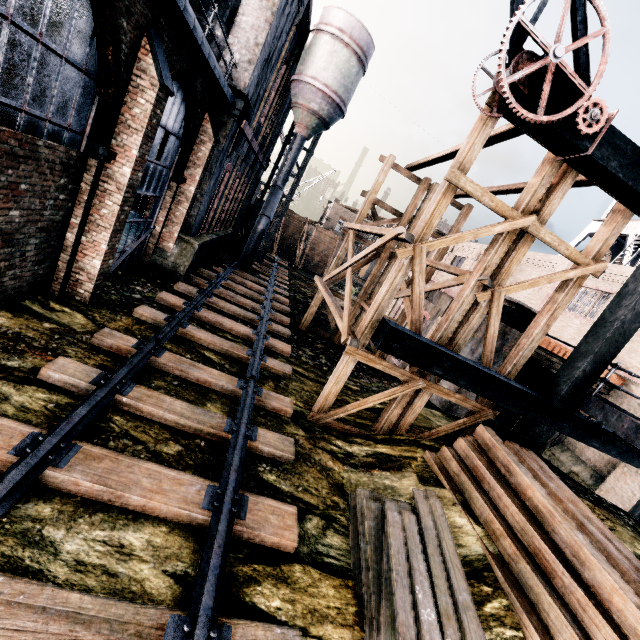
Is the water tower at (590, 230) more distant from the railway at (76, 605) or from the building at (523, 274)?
the railway at (76, 605)

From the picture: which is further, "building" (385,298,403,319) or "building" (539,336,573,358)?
"building" (385,298,403,319)

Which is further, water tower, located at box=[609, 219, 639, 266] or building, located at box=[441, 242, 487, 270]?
building, located at box=[441, 242, 487, 270]

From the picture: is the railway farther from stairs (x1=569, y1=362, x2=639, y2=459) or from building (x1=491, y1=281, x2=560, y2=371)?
stairs (x1=569, y1=362, x2=639, y2=459)

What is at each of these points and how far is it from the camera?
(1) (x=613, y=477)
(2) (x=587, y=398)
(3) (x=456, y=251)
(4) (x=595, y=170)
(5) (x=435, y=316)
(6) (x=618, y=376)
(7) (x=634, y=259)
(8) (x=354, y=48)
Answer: (1) building, 12.23m
(2) stairs, 8.83m
(3) building, 30.45m
(4) building structure, 7.49m
(5) building, 16.83m
(6) building, 13.55m
(7) water tower, 26.44m
(8) silo, 20.03m

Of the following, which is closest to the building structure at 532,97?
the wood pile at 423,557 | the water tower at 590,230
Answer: the wood pile at 423,557

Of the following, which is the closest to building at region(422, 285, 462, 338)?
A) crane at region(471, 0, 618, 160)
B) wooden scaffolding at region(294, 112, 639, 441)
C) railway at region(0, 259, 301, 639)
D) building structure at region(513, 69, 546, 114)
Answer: building structure at region(513, 69, 546, 114)
